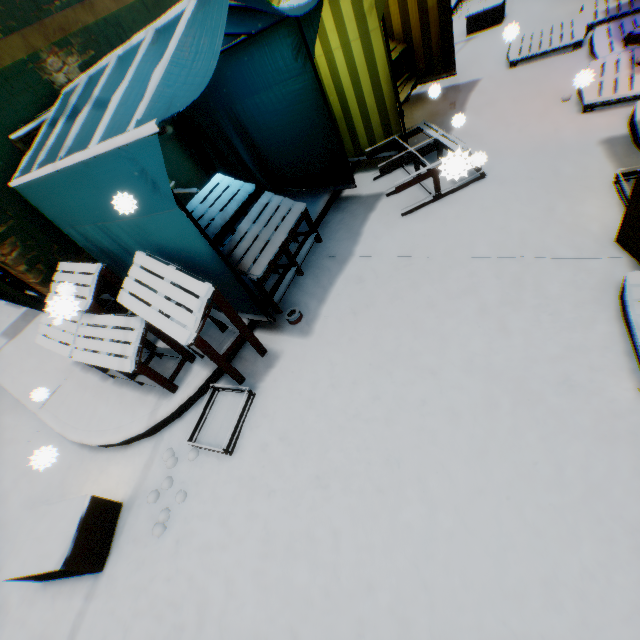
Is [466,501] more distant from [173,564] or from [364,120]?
[364,120]

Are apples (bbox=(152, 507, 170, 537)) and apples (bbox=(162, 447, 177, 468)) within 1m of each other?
yes

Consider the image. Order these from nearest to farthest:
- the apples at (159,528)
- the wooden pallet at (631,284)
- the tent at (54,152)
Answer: the wooden pallet at (631,284) → the apples at (159,528) → the tent at (54,152)

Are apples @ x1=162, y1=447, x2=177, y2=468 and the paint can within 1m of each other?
no

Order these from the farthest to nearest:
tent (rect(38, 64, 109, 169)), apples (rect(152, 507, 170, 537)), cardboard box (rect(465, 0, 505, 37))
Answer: cardboard box (rect(465, 0, 505, 37)) < tent (rect(38, 64, 109, 169)) < apples (rect(152, 507, 170, 537))

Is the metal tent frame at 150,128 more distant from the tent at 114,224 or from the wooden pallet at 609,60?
the wooden pallet at 609,60

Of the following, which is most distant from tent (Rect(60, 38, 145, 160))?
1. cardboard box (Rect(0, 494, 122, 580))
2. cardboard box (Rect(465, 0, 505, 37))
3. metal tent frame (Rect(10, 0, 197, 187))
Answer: cardboard box (Rect(0, 494, 122, 580))

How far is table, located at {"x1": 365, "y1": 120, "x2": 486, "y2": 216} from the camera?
1.2 meters
